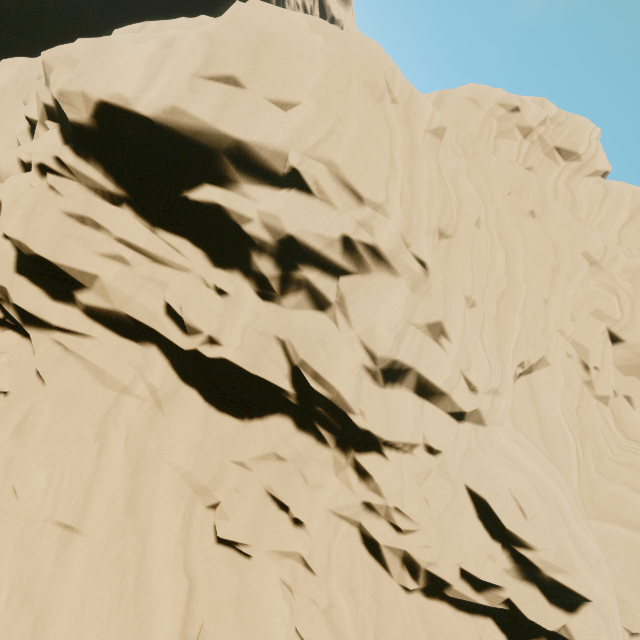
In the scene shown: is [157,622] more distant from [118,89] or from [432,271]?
[118,89]
